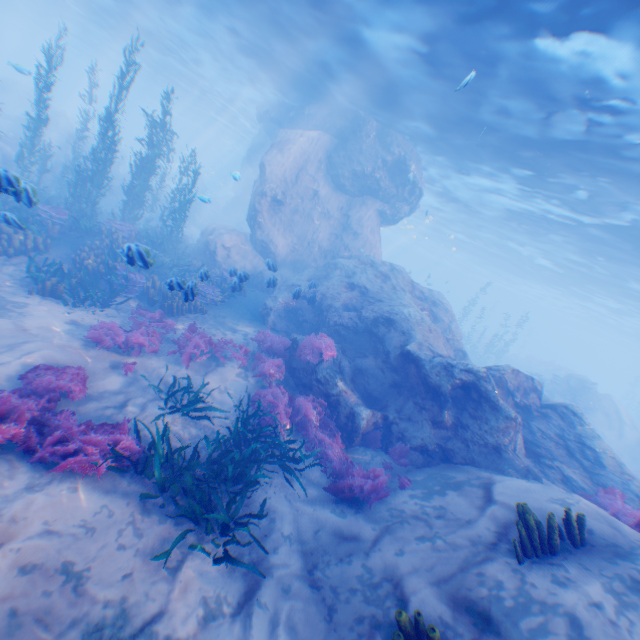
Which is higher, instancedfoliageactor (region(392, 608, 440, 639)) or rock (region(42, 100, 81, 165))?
rock (region(42, 100, 81, 165))

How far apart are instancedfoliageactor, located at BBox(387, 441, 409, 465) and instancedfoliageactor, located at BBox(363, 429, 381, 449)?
0.31m

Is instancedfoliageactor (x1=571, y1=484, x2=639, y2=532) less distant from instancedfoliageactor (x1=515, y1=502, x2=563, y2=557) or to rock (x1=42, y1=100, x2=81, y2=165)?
rock (x1=42, y1=100, x2=81, y2=165)

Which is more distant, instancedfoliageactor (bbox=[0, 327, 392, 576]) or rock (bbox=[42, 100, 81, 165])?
→ rock (bbox=[42, 100, 81, 165])

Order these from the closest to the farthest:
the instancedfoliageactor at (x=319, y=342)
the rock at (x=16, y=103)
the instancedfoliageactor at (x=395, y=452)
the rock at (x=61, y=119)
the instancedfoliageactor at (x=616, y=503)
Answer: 1. the instancedfoliageactor at (x=616, y=503)
2. the instancedfoliageactor at (x=395, y=452)
3. the instancedfoliageactor at (x=319, y=342)
4. the rock at (x=61, y=119)
5. the rock at (x=16, y=103)

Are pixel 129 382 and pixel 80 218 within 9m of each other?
no

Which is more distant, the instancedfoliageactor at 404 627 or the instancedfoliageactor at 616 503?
the instancedfoliageactor at 616 503

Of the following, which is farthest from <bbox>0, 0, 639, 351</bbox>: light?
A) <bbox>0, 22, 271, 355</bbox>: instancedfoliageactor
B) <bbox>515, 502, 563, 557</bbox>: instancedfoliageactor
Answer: <bbox>515, 502, 563, 557</bbox>: instancedfoliageactor
